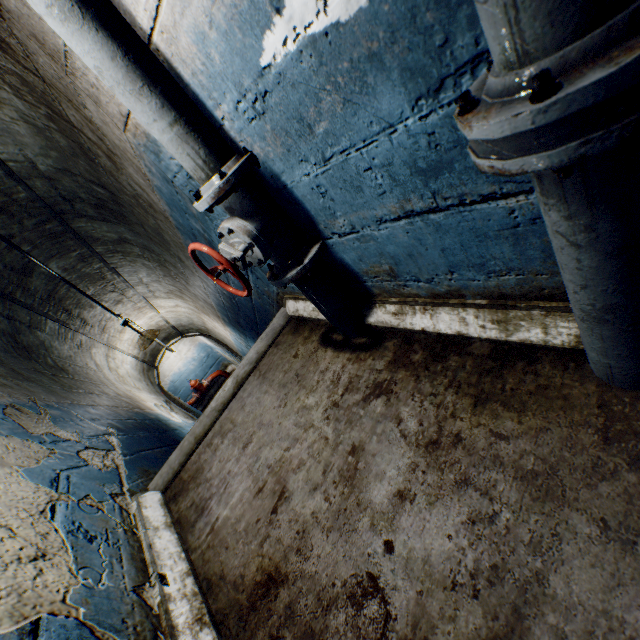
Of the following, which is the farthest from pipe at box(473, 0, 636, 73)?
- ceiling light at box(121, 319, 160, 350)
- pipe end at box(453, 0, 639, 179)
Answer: ceiling light at box(121, 319, 160, 350)

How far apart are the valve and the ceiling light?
4.22m

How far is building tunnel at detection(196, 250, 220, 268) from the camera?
2.87m

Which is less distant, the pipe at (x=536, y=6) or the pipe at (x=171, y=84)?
the pipe at (x=536, y=6)

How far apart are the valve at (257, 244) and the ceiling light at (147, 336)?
4.2m

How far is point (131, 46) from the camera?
1.13m

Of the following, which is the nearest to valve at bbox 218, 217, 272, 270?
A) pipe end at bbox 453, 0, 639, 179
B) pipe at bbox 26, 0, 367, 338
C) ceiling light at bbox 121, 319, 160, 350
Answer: pipe at bbox 26, 0, 367, 338

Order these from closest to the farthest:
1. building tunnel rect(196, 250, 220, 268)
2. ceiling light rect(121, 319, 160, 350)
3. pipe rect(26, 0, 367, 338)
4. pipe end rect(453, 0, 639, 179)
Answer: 1. pipe end rect(453, 0, 639, 179)
2. pipe rect(26, 0, 367, 338)
3. building tunnel rect(196, 250, 220, 268)
4. ceiling light rect(121, 319, 160, 350)
